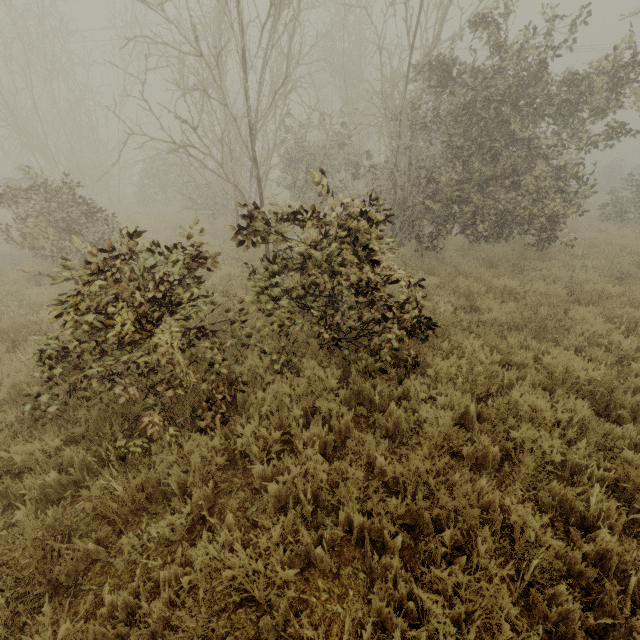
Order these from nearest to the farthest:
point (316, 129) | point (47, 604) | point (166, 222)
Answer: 1. point (47, 604)
2. point (166, 222)
3. point (316, 129)
